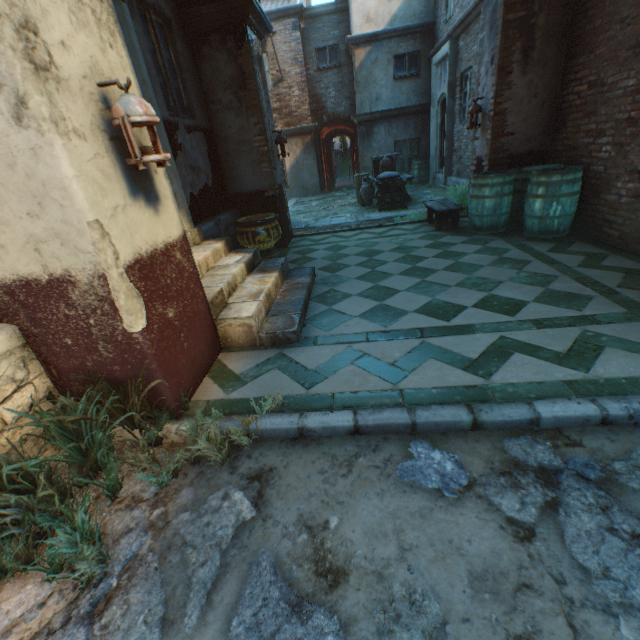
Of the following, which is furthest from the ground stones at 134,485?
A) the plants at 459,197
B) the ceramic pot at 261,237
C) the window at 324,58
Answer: the window at 324,58

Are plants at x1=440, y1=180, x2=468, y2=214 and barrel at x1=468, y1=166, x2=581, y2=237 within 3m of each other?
yes

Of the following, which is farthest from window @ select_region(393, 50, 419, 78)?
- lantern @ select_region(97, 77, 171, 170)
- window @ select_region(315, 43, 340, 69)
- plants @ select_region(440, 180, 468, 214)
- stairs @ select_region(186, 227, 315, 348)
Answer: lantern @ select_region(97, 77, 171, 170)

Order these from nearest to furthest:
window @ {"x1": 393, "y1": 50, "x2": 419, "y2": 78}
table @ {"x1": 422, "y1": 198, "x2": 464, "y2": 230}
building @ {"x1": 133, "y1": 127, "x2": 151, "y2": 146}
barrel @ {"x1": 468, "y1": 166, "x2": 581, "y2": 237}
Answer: building @ {"x1": 133, "y1": 127, "x2": 151, "y2": 146} → barrel @ {"x1": 468, "y1": 166, "x2": 581, "y2": 237} → table @ {"x1": 422, "y1": 198, "x2": 464, "y2": 230} → window @ {"x1": 393, "y1": 50, "x2": 419, "y2": 78}

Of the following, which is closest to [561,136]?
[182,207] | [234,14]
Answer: [234,14]

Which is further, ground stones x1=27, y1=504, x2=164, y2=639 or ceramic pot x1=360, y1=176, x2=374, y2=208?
ceramic pot x1=360, y1=176, x2=374, y2=208

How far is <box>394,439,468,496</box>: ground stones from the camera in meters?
1.7 m

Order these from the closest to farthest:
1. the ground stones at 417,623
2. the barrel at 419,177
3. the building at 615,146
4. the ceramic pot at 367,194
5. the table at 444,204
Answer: the ground stones at 417,623 → the building at 615,146 → the table at 444,204 → the ceramic pot at 367,194 → the barrel at 419,177
